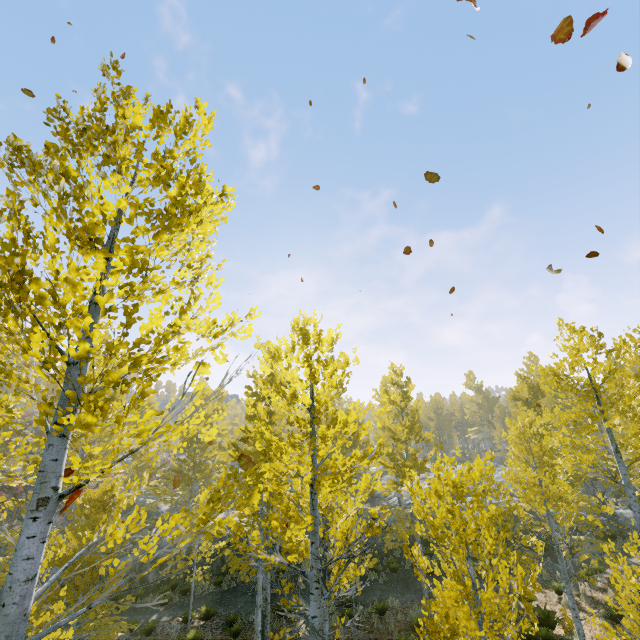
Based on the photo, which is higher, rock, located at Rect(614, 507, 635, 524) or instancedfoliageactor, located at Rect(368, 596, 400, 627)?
rock, located at Rect(614, 507, 635, 524)

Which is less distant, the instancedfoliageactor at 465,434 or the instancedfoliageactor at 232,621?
the instancedfoliageactor at 465,434

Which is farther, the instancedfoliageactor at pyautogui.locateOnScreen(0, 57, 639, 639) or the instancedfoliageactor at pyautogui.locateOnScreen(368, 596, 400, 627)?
the instancedfoliageactor at pyautogui.locateOnScreen(368, 596, 400, 627)

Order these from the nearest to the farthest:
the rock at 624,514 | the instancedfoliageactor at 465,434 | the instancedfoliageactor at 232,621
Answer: the instancedfoliageactor at 465,434 < the instancedfoliageactor at 232,621 < the rock at 624,514

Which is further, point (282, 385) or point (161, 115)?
point (282, 385)

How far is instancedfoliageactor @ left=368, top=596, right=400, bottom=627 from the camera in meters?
13.4

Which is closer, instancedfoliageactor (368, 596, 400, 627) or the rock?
instancedfoliageactor (368, 596, 400, 627)

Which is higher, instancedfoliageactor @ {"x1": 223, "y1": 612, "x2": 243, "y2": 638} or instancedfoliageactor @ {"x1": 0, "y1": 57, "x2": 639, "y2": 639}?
instancedfoliageactor @ {"x1": 0, "y1": 57, "x2": 639, "y2": 639}
